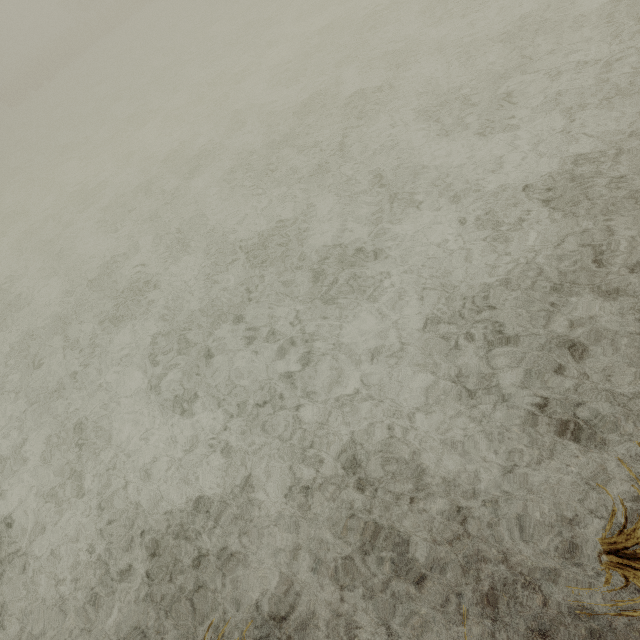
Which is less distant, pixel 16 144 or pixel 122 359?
pixel 122 359
